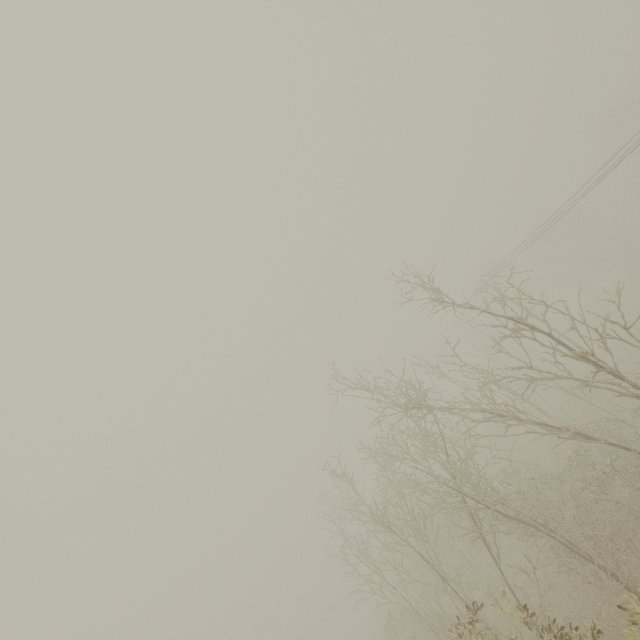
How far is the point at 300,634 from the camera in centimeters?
3700cm
